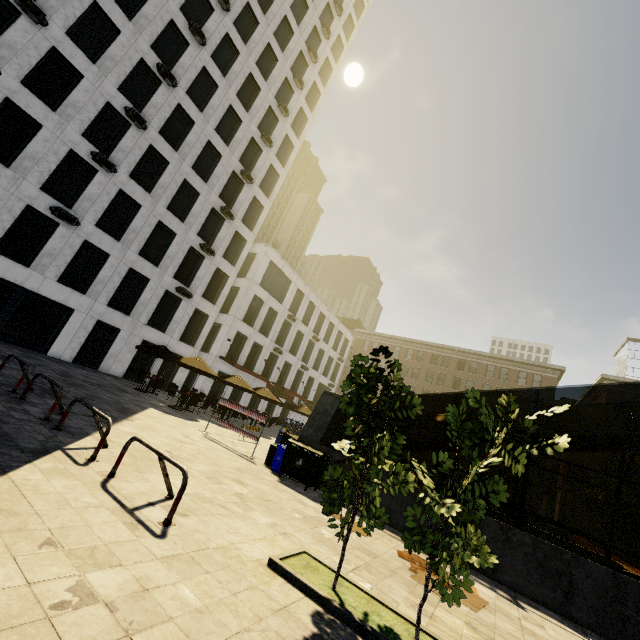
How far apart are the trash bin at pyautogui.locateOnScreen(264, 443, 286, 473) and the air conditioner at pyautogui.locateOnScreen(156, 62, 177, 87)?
24.03m

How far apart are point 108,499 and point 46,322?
19.4m

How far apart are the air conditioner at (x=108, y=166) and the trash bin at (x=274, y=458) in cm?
1897

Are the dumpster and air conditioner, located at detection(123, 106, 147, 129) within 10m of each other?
no

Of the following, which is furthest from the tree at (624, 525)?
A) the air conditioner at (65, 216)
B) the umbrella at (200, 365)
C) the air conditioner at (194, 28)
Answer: the air conditioner at (194, 28)

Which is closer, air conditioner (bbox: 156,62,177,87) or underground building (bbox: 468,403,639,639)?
underground building (bbox: 468,403,639,639)

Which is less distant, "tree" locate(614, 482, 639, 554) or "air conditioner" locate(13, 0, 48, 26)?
"tree" locate(614, 482, 639, 554)

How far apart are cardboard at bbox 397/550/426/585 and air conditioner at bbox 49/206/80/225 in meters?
21.6
